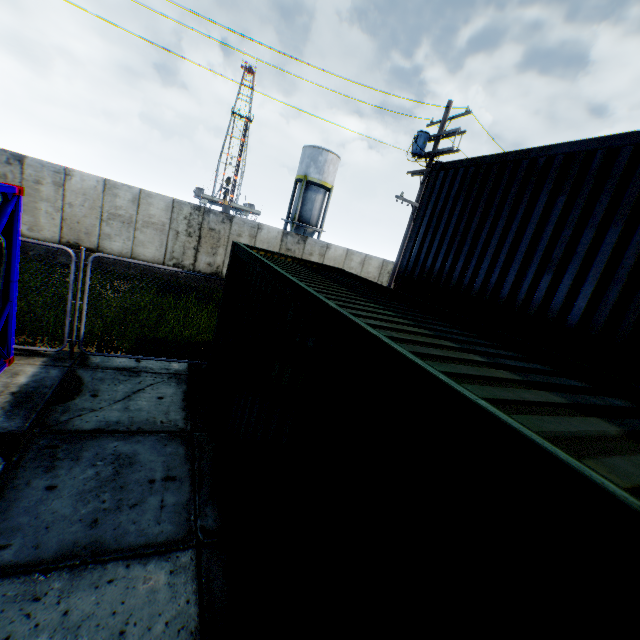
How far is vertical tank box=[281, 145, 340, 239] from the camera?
32.3m

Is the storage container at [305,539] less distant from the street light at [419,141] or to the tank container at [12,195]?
the tank container at [12,195]

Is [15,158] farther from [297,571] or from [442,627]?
[442,627]

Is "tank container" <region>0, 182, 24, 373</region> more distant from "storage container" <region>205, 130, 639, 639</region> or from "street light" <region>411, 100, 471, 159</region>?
"street light" <region>411, 100, 471, 159</region>

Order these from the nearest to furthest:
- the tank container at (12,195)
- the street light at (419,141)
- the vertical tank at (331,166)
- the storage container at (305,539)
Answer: the storage container at (305,539)
the tank container at (12,195)
the street light at (419,141)
the vertical tank at (331,166)

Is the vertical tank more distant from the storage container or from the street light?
the storage container

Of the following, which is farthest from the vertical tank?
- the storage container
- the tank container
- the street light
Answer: the tank container

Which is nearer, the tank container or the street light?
the tank container
